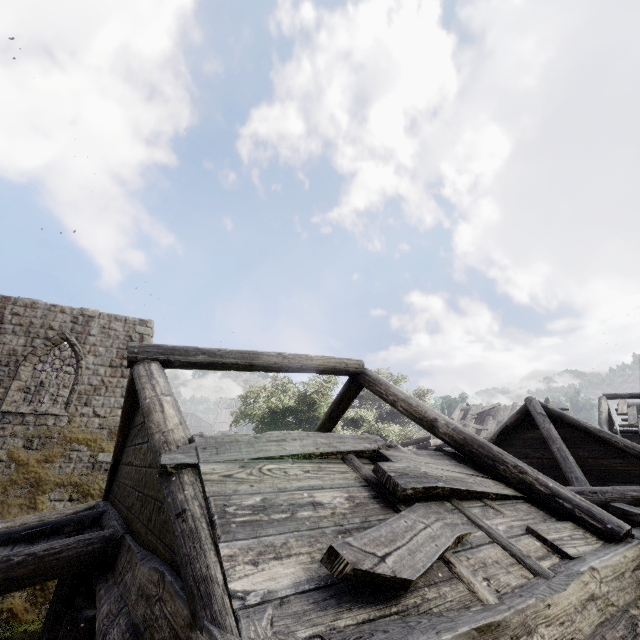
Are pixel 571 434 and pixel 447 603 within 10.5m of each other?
no

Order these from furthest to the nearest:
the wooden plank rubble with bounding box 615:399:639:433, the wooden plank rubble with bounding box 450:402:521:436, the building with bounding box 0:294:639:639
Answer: the wooden plank rubble with bounding box 450:402:521:436
the wooden plank rubble with bounding box 615:399:639:433
the building with bounding box 0:294:639:639

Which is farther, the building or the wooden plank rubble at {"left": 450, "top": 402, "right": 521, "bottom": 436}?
the wooden plank rubble at {"left": 450, "top": 402, "right": 521, "bottom": 436}

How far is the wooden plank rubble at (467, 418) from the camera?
23.23m

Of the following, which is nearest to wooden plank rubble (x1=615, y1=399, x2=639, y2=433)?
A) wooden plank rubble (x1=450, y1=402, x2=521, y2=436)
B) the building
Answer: the building

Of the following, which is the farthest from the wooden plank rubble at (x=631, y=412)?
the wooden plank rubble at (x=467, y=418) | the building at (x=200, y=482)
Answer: the wooden plank rubble at (x=467, y=418)

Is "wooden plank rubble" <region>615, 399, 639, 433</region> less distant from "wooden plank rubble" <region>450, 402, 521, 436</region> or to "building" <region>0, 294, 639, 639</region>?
"building" <region>0, 294, 639, 639</region>
